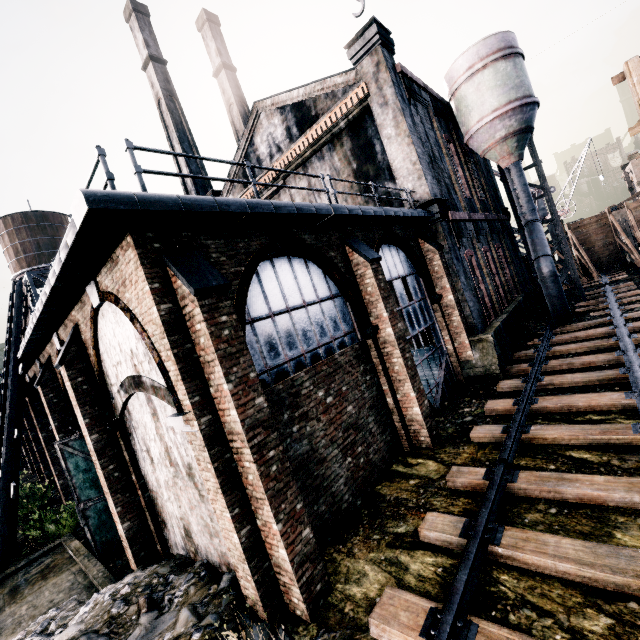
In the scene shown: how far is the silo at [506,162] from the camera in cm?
1834

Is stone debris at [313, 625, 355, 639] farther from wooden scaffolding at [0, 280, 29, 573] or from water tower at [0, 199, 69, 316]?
water tower at [0, 199, 69, 316]

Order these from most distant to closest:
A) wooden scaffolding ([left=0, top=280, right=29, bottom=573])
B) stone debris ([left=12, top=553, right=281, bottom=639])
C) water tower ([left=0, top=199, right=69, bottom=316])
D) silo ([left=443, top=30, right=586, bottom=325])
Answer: water tower ([left=0, top=199, right=69, bottom=316]) < silo ([left=443, top=30, right=586, bottom=325]) < wooden scaffolding ([left=0, top=280, right=29, bottom=573]) < stone debris ([left=12, top=553, right=281, bottom=639])

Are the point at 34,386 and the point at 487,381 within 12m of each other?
no

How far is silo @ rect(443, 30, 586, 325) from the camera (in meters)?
18.34

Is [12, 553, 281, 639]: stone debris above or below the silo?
below

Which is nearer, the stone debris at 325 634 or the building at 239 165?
the stone debris at 325 634

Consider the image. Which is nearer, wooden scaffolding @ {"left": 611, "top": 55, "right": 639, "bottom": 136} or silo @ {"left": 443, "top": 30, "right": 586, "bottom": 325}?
wooden scaffolding @ {"left": 611, "top": 55, "right": 639, "bottom": 136}
